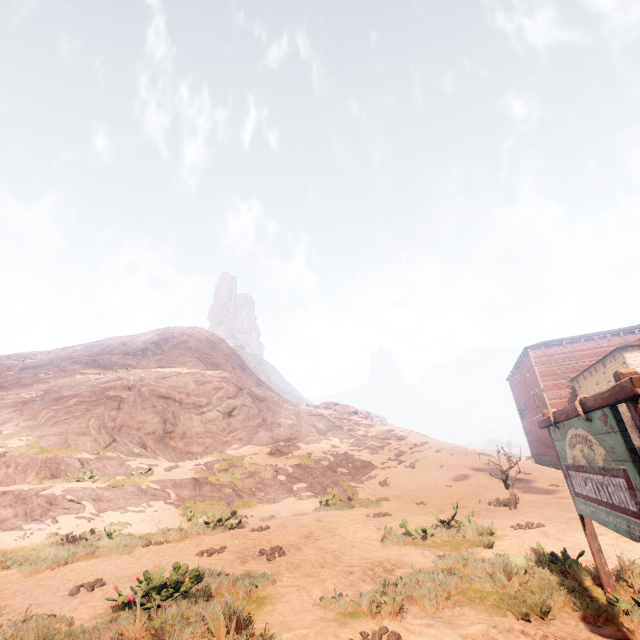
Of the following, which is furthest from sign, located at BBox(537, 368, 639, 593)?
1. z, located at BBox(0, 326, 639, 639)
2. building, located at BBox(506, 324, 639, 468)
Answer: building, located at BBox(506, 324, 639, 468)

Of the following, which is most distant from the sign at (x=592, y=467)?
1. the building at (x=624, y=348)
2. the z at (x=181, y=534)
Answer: the building at (x=624, y=348)

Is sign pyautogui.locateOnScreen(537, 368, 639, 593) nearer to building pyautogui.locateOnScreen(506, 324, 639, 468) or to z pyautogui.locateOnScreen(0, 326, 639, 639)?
z pyautogui.locateOnScreen(0, 326, 639, 639)

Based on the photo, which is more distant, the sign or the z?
the z

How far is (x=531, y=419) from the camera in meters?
36.8

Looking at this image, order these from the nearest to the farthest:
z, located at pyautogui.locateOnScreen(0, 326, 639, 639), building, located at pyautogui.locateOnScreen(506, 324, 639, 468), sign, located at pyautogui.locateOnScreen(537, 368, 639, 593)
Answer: sign, located at pyautogui.locateOnScreen(537, 368, 639, 593)
z, located at pyautogui.locateOnScreen(0, 326, 639, 639)
building, located at pyautogui.locateOnScreen(506, 324, 639, 468)

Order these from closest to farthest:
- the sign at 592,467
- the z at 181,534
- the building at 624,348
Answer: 1. the sign at 592,467
2. the z at 181,534
3. the building at 624,348
